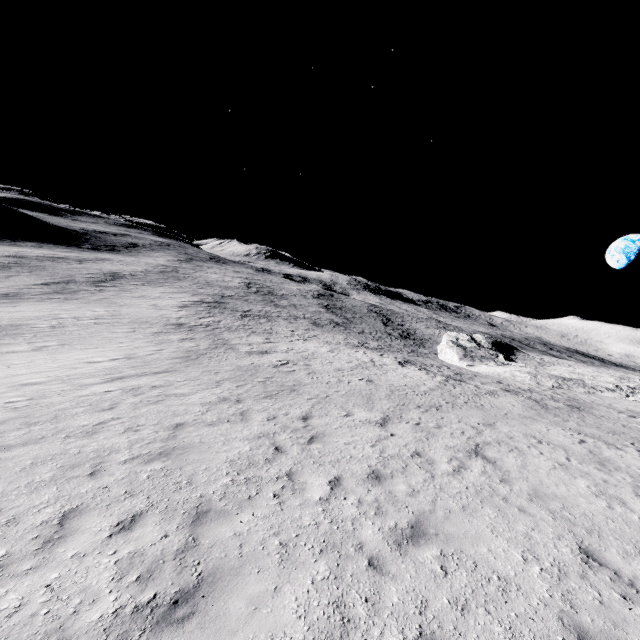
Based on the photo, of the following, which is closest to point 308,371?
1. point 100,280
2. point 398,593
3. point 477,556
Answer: point 477,556
